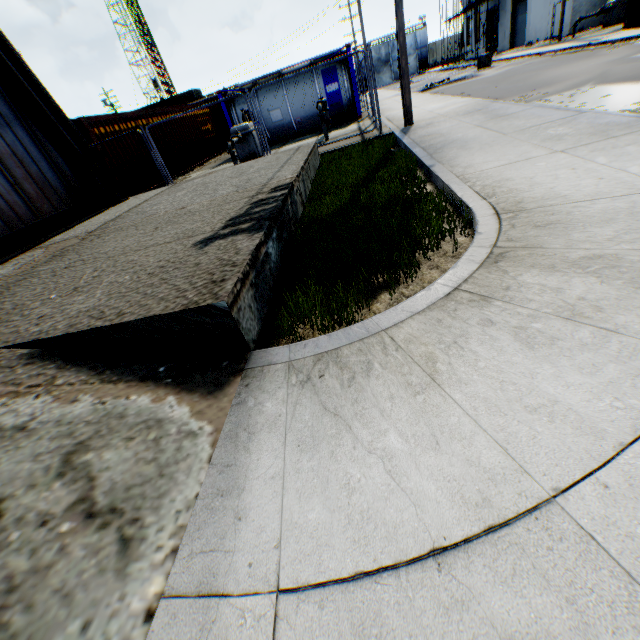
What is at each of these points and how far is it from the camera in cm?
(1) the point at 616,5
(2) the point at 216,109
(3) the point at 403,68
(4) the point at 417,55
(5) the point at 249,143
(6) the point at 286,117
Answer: (1) gas meter pipe, 2056
(2) train, 2511
(3) electric pole, 908
(4) metal gate, 5144
(5) gas meter pipe, 1346
(6) tank container, 1669

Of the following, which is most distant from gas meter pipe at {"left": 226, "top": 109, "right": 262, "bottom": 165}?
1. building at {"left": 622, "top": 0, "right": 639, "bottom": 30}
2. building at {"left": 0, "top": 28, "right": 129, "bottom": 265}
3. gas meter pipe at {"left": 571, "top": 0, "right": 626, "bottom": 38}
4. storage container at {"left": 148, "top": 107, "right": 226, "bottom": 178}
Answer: gas meter pipe at {"left": 571, "top": 0, "right": 626, "bottom": 38}

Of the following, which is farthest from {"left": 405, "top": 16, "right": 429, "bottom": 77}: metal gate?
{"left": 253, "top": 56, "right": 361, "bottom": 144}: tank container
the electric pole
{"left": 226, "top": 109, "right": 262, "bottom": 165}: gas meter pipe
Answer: {"left": 226, "top": 109, "right": 262, "bottom": 165}: gas meter pipe

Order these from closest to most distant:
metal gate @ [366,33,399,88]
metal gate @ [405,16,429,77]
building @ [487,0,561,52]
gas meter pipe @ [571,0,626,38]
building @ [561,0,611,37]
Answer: gas meter pipe @ [571,0,626,38]
building @ [561,0,611,37]
building @ [487,0,561,52]
metal gate @ [405,16,429,77]
metal gate @ [366,33,399,88]

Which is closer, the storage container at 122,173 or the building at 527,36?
the storage container at 122,173

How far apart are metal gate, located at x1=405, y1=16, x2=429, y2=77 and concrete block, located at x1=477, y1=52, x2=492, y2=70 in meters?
35.4 m

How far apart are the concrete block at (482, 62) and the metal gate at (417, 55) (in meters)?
35.41
